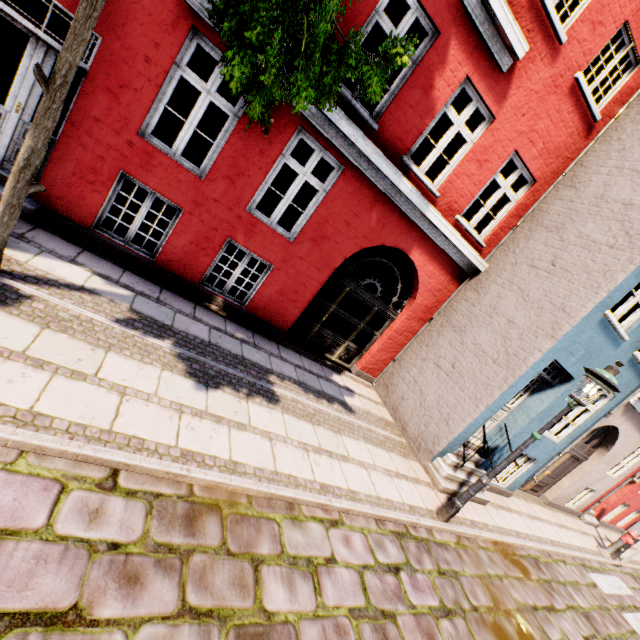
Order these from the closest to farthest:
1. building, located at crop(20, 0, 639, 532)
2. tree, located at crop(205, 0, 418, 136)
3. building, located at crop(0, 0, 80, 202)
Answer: tree, located at crop(205, 0, 418, 136) < building, located at crop(0, 0, 80, 202) < building, located at crop(20, 0, 639, 532)

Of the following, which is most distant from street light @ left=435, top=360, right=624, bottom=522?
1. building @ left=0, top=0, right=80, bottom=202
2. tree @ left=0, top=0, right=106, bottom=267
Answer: tree @ left=0, top=0, right=106, bottom=267

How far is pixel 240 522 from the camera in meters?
3.4 m

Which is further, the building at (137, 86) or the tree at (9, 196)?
the building at (137, 86)

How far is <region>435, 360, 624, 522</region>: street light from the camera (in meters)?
4.79

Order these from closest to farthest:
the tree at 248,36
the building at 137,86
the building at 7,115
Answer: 1. the tree at 248,36
2. the building at 7,115
3. the building at 137,86

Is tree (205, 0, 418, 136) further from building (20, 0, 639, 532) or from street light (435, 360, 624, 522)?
street light (435, 360, 624, 522)
